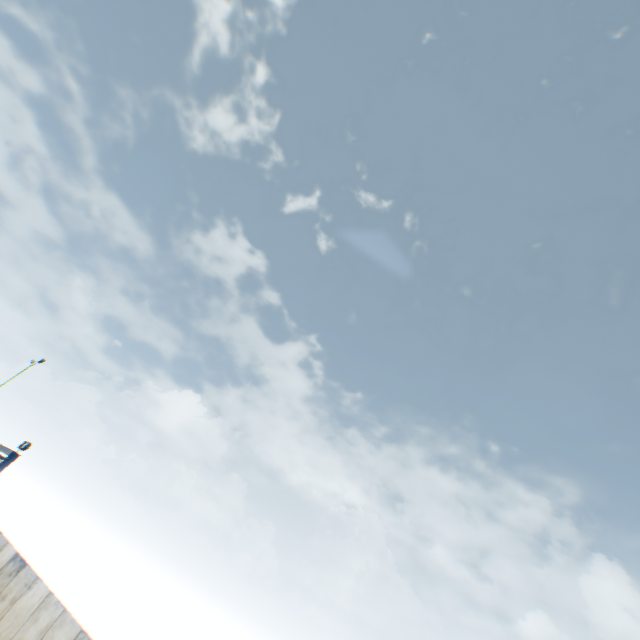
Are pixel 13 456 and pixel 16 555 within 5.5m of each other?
no
